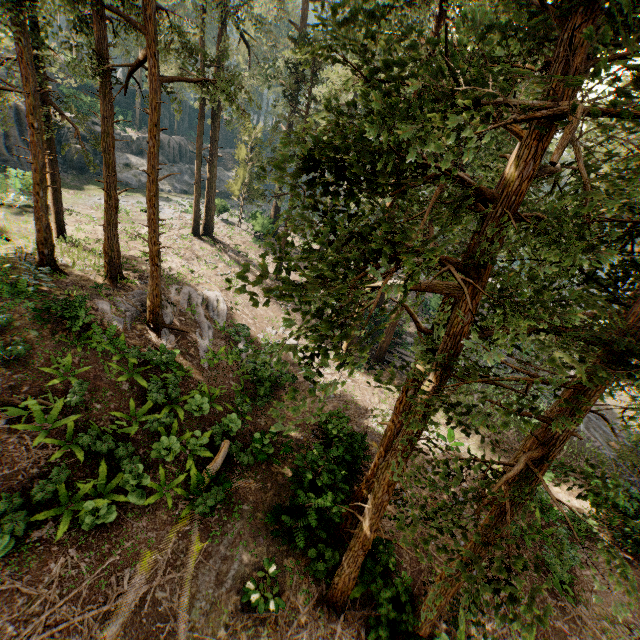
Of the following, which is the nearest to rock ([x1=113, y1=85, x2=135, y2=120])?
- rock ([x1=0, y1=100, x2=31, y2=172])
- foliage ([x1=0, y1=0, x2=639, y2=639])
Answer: foliage ([x1=0, y1=0, x2=639, y2=639])

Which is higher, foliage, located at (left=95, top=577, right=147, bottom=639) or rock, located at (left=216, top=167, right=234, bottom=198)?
rock, located at (left=216, top=167, right=234, bottom=198)

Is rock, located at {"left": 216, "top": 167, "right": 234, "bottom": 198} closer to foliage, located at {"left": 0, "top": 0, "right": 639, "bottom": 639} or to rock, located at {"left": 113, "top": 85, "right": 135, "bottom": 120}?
rock, located at {"left": 113, "top": 85, "right": 135, "bottom": 120}

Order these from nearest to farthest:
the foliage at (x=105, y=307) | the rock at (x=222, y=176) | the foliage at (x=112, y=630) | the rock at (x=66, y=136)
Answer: the foliage at (x=112, y=630) < the foliage at (x=105, y=307) < the rock at (x=66, y=136) < the rock at (x=222, y=176)

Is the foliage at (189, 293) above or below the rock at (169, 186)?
below

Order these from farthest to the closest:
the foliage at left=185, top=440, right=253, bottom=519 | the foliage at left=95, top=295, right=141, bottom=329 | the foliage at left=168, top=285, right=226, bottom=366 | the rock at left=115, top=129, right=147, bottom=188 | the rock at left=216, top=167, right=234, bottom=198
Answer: the rock at left=216, top=167, right=234, bottom=198 < the rock at left=115, top=129, right=147, bottom=188 < the foliage at left=168, top=285, right=226, bottom=366 < the foliage at left=95, top=295, right=141, bottom=329 < the foliage at left=185, top=440, right=253, bottom=519

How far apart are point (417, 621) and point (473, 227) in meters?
10.9 m
